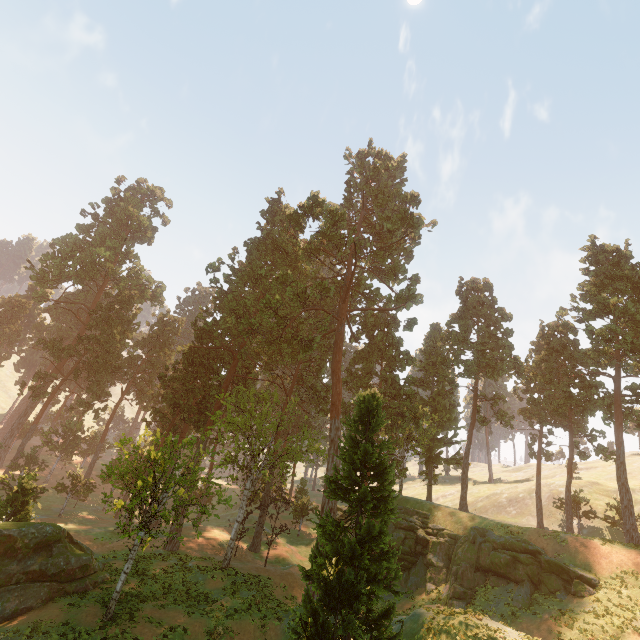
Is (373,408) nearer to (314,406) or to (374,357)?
(374,357)

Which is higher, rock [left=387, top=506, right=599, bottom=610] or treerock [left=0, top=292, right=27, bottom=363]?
treerock [left=0, top=292, right=27, bottom=363]

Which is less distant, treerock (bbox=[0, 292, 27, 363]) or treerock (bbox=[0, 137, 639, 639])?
treerock (bbox=[0, 137, 639, 639])

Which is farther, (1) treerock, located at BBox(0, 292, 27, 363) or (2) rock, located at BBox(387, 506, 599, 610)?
(1) treerock, located at BBox(0, 292, 27, 363)

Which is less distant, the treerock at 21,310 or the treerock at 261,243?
the treerock at 261,243

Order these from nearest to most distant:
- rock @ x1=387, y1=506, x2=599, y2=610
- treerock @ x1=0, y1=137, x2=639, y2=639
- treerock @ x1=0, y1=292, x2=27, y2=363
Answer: treerock @ x1=0, y1=137, x2=639, y2=639
rock @ x1=387, y1=506, x2=599, y2=610
treerock @ x1=0, y1=292, x2=27, y2=363

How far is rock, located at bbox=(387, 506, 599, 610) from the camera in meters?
22.6 m

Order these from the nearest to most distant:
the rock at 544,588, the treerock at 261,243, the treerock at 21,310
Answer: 1. the treerock at 261,243
2. the rock at 544,588
3. the treerock at 21,310
